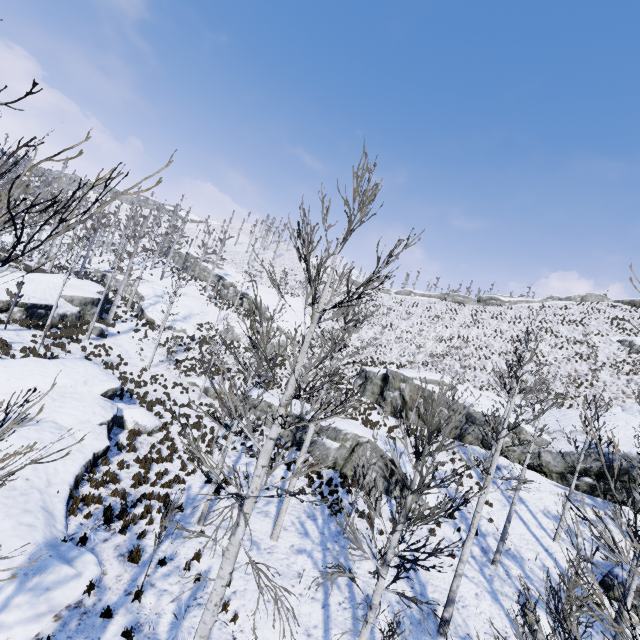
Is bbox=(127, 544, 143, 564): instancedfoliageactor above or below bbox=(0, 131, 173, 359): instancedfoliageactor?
below

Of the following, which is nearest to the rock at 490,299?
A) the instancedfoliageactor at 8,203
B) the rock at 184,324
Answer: the rock at 184,324

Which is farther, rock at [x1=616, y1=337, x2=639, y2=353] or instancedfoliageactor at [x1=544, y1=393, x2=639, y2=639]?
rock at [x1=616, y1=337, x2=639, y2=353]

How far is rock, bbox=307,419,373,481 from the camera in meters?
18.4 m

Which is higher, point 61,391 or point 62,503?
point 61,391

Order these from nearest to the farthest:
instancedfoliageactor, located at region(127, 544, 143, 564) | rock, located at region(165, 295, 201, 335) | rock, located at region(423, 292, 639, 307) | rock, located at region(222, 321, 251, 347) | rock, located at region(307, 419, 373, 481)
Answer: instancedfoliageactor, located at region(127, 544, 143, 564) < rock, located at region(307, 419, 373, 481) < rock, located at region(165, 295, 201, 335) < rock, located at region(222, 321, 251, 347) < rock, located at region(423, 292, 639, 307)

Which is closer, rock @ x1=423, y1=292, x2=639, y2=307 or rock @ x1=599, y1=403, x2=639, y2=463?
rock @ x1=599, y1=403, x2=639, y2=463

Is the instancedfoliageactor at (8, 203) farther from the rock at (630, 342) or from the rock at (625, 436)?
the rock at (630, 342)
